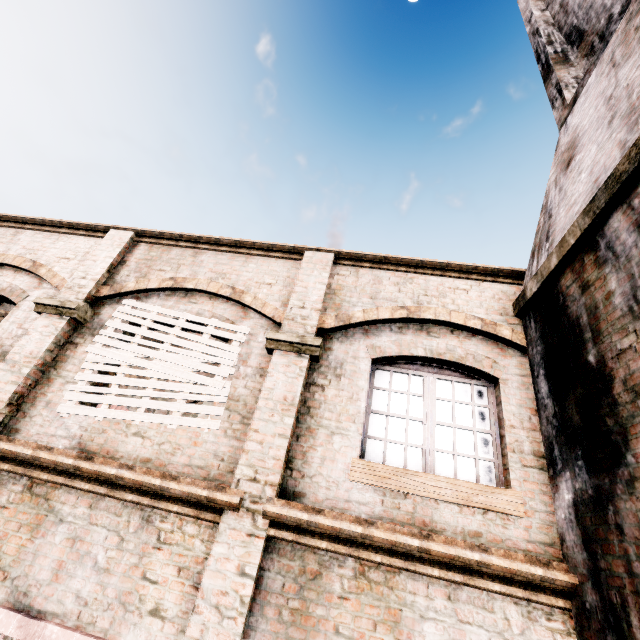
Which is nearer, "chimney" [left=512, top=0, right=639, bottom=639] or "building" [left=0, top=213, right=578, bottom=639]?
"chimney" [left=512, top=0, right=639, bottom=639]

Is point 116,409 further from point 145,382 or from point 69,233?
point 145,382

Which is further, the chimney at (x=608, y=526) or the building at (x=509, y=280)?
the building at (x=509, y=280)
